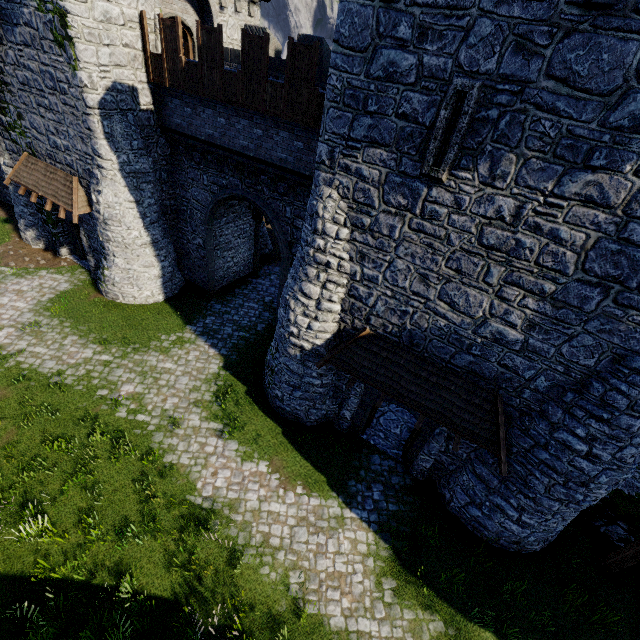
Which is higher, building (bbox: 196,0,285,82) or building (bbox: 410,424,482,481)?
building (bbox: 196,0,285,82)

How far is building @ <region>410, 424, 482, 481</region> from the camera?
10.7 meters

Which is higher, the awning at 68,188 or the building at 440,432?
the awning at 68,188

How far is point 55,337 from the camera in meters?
14.7 m

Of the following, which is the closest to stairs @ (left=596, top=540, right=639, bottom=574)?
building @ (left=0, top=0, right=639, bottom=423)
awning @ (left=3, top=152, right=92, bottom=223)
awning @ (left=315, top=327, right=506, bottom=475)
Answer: awning @ (left=315, top=327, right=506, bottom=475)

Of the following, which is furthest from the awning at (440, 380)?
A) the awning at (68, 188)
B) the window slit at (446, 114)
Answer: the awning at (68, 188)

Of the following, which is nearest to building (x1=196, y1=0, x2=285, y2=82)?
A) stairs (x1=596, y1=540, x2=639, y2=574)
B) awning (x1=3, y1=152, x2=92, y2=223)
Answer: awning (x1=3, y1=152, x2=92, y2=223)

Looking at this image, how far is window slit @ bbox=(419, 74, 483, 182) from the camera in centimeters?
635cm
